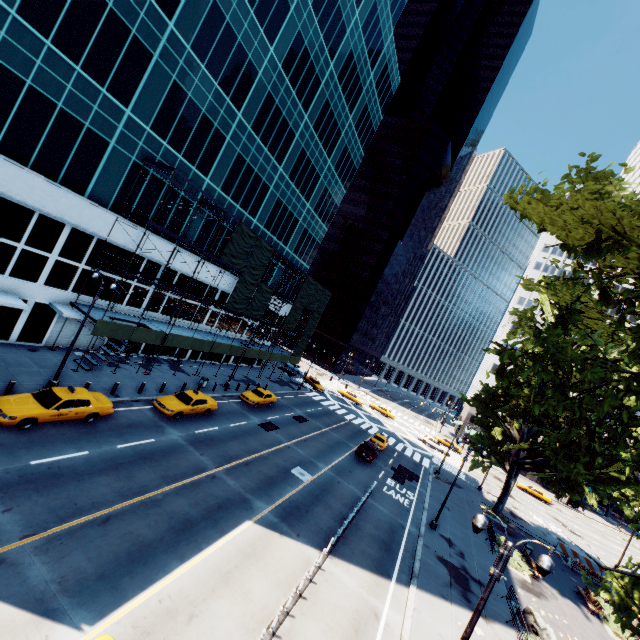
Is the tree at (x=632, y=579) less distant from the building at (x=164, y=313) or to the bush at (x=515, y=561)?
the bush at (x=515, y=561)

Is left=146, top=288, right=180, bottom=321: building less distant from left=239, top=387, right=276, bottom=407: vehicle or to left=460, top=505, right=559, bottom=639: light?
left=239, top=387, right=276, bottom=407: vehicle

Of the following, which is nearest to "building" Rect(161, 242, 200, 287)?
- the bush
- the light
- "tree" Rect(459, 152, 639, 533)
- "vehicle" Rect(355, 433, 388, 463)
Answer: "vehicle" Rect(355, 433, 388, 463)

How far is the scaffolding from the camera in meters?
23.4

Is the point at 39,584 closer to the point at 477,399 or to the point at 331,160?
the point at 477,399

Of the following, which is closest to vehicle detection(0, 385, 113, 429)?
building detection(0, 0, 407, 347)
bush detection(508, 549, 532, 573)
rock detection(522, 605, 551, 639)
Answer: building detection(0, 0, 407, 347)

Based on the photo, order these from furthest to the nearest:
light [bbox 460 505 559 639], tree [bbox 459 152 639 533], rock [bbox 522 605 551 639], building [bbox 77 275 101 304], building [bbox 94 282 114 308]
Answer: building [bbox 94 282 114 308], building [bbox 77 275 101 304], rock [bbox 522 605 551 639], light [bbox 460 505 559 639], tree [bbox 459 152 639 533]

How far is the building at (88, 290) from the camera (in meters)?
24.19
